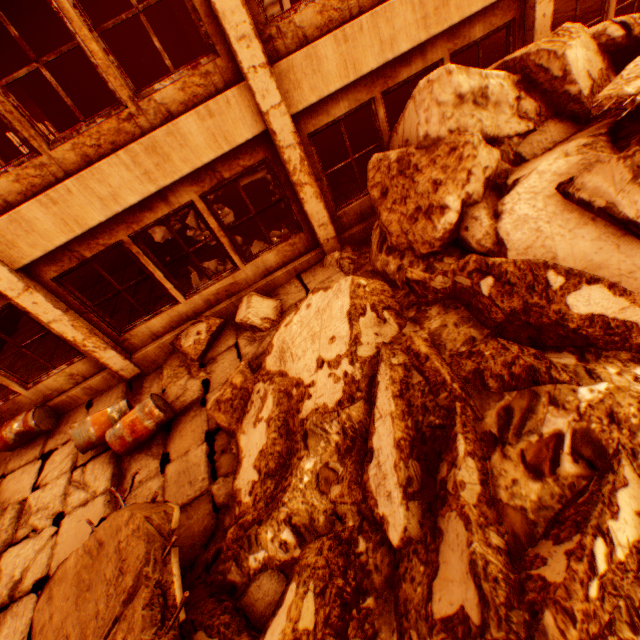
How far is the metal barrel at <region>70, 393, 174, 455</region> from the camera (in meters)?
5.06

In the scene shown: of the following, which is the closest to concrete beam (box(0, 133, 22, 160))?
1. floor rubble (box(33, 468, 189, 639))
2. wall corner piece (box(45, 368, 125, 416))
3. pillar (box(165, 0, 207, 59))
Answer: pillar (box(165, 0, 207, 59))

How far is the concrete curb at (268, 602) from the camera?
3.0m

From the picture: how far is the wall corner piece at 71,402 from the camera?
6.6m

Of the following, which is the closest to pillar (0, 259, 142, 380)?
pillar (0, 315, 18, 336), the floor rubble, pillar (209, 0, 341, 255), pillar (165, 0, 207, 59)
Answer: the floor rubble

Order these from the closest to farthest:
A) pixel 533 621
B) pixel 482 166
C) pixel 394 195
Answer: pixel 533 621, pixel 482 166, pixel 394 195

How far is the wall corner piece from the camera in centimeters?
664cm

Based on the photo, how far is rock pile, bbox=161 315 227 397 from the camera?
6.21m
